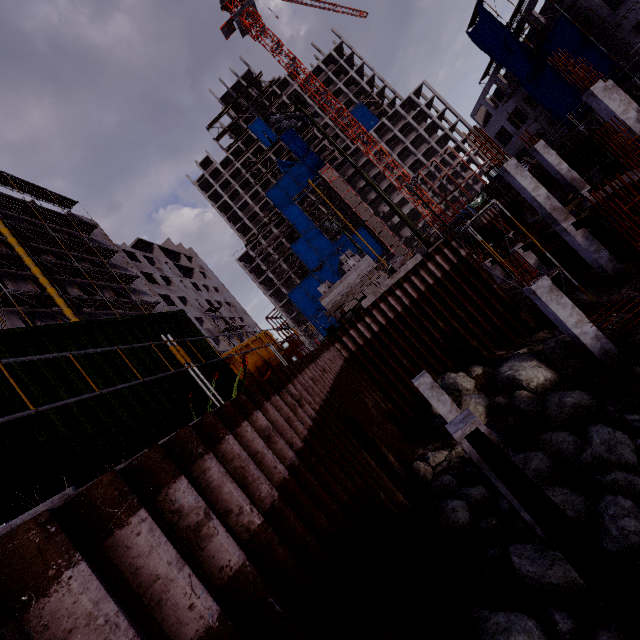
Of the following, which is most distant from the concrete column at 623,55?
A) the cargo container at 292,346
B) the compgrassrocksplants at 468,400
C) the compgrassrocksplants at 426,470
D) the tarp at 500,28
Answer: the cargo container at 292,346

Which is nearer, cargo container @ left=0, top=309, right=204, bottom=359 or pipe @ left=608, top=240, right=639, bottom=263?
cargo container @ left=0, top=309, right=204, bottom=359

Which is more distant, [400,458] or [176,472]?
[400,458]

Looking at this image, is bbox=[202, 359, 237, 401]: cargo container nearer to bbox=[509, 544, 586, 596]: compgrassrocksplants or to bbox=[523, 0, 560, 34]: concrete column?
bbox=[509, 544, 586, 596]: compgrassrocksplants

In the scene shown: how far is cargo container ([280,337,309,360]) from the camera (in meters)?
45.47

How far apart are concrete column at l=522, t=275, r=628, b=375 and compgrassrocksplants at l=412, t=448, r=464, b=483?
5.23m

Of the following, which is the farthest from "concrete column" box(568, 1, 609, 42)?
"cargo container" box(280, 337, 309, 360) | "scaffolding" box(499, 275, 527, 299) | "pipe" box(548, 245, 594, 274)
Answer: "cargo container" box(280, 337, 309, 360)

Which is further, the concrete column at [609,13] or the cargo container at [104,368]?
the concrete column at [609,13]
